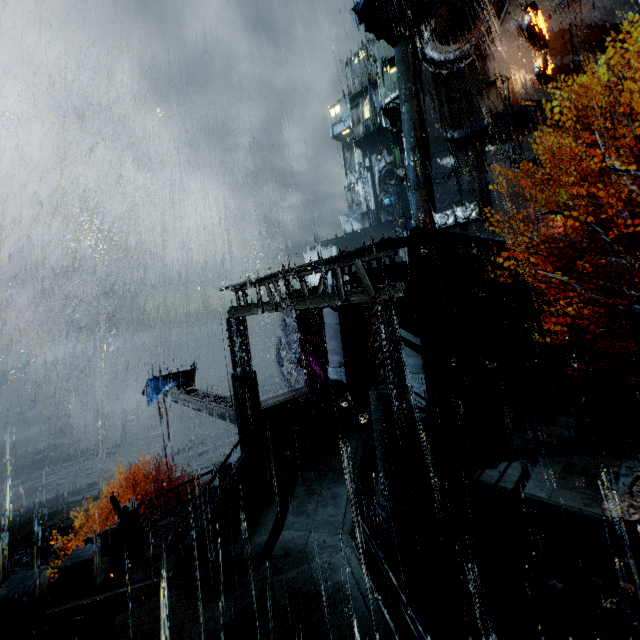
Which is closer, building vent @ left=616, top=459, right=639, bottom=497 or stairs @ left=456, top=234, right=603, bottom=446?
building vent @ left=616, top=459, right=639, bottom=497

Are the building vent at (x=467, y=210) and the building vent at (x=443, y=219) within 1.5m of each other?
yes

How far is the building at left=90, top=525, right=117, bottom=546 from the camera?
14.71m

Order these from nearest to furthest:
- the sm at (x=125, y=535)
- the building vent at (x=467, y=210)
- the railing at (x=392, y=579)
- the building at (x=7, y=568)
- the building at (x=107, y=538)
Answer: the railing at (x=392, y=579) → the sm at (x=125, y=535) → the building at (x=107, y=538) → the building at (x=7, y=568) → the building vent at (x=467, y=210)

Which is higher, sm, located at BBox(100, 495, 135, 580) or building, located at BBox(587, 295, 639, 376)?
building, located at BBox(587, 295, 639, 376)

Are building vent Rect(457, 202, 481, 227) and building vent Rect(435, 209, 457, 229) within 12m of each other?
yes

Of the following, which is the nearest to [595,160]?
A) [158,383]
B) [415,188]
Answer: [415,188]

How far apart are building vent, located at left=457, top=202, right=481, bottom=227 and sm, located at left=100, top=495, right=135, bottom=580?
34.5 meters
